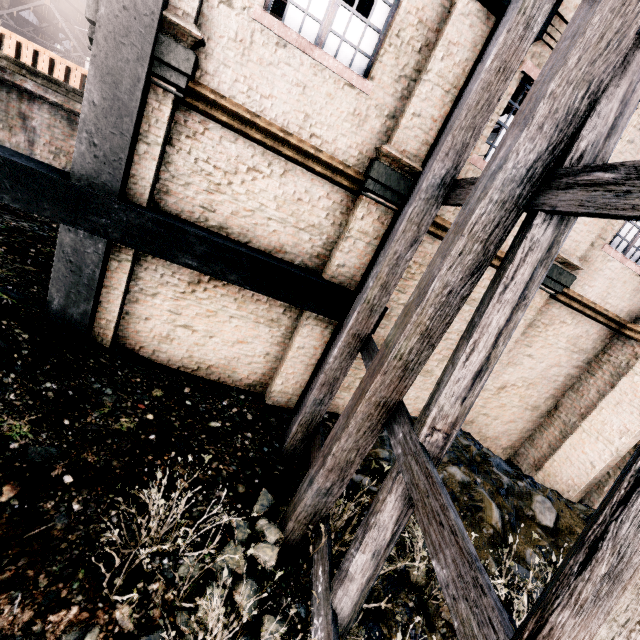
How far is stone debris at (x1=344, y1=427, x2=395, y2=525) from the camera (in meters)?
6.28

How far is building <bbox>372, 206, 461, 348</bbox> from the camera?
7.1m

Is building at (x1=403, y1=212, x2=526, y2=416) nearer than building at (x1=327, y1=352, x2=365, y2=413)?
Yes

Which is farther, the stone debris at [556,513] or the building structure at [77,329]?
the stone debris at [556,513]

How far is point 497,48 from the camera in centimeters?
425cm

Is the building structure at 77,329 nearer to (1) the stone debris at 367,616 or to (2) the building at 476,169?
(2) the building at 476,169

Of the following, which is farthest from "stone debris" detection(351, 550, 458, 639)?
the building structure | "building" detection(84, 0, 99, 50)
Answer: the building structure

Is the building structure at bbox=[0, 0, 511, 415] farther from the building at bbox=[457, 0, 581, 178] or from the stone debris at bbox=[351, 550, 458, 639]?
the stone debris at bbox=[351, 550, 458, 639]
